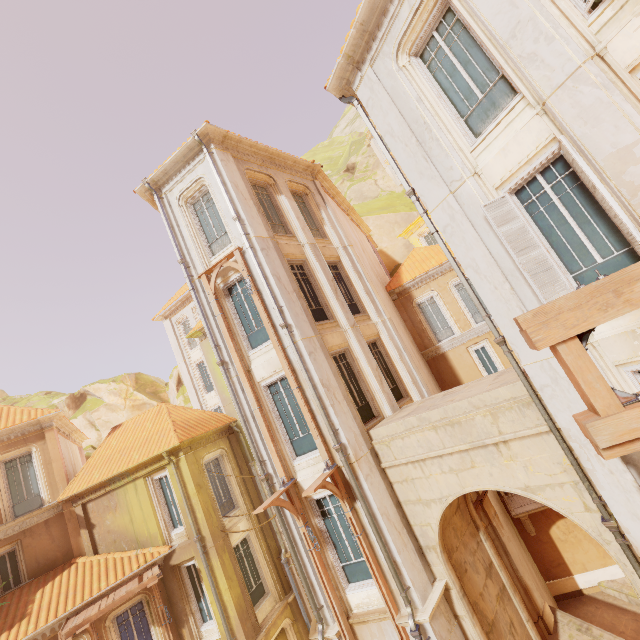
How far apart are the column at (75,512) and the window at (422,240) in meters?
28.1

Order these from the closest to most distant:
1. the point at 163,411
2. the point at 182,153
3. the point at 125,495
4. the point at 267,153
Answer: the point at 182,153, the point at 267,153, the point at 125,495, the point at 163,411

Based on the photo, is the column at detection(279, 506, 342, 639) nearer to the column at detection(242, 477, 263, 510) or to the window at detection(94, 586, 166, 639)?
the column at detection(242, 477, 263, 510)

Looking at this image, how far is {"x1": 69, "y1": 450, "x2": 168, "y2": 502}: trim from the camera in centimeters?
1405cm

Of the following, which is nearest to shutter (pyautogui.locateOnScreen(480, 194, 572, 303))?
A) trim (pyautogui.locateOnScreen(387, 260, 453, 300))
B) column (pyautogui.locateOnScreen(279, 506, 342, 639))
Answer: column (pyautogui.locateOnScreen(279, 506, 342, 639))

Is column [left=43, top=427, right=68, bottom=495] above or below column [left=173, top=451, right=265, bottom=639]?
above

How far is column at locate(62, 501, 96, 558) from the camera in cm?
1419

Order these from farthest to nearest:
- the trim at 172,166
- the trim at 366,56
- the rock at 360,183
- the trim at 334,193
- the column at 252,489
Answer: the rock at 360,183 → the trim at 334,193 → the column at 252,489 → the trim at 172,166 → the trim at 366,56
